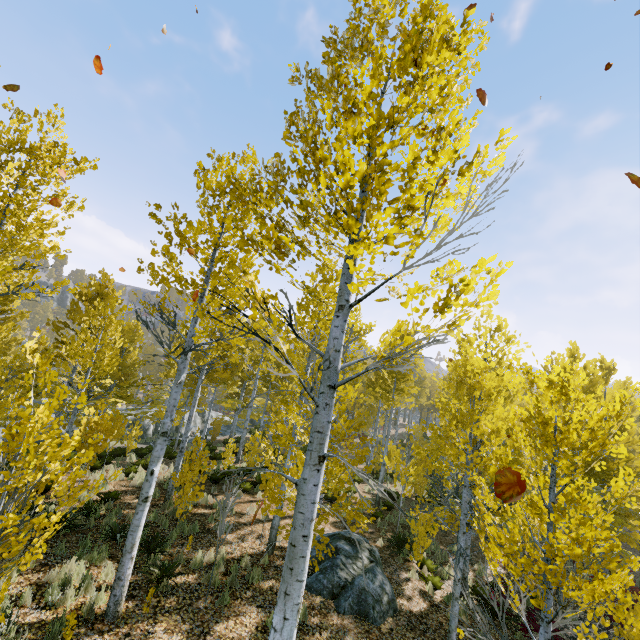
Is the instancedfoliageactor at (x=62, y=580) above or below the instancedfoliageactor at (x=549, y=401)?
below

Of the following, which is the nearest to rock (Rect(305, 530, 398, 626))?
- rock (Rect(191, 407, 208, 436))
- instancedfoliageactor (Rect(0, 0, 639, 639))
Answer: instancedfoliageactor (Rect(0, 0, 639, 639))

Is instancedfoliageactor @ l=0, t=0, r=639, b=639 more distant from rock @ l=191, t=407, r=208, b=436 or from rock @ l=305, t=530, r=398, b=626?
rock @ l=305, t=530, r=398, b=626

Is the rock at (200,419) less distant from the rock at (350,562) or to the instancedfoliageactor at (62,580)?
the instancedfoliageactor at (62,580)

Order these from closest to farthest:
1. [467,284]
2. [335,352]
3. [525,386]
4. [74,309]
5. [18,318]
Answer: [467,284]
[335,352]
[525,386]
[74,309]
[18,318]

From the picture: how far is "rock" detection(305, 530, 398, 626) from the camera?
8.1 meters
